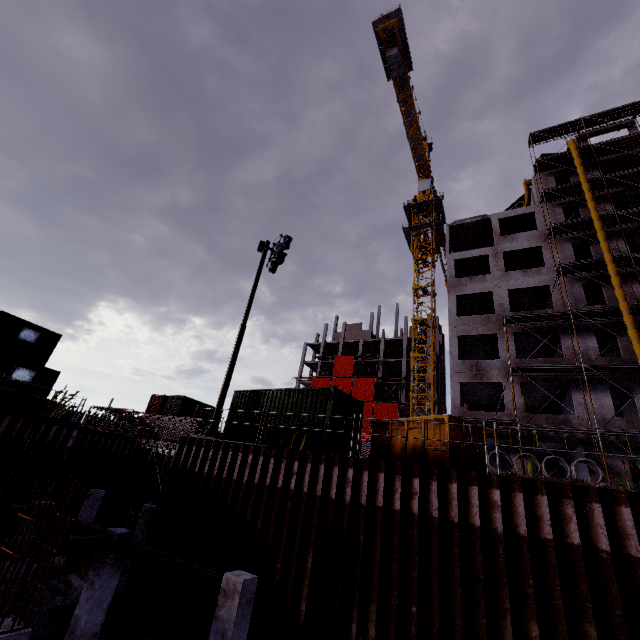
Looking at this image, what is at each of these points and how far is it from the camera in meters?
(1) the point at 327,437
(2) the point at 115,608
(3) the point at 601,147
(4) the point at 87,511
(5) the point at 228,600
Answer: (1) cargo container, 11.9
(2) pipe, 11.4
(3) scaffolding, 27.6
(4) concrete column, 17.9
(5) concrete column, 7.5

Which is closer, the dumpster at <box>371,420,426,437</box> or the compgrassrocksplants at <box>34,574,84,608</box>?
the dumpster at <box>371,420,426,437</box>

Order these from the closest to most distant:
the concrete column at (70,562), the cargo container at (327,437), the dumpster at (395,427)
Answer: the dumpster at (395,427) → the cargo container at (327,437) → the concrete column at (70,562)

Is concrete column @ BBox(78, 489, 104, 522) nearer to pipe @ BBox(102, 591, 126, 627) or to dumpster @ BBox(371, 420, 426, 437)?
pipe @ BBox(102, 591, 126, 627)

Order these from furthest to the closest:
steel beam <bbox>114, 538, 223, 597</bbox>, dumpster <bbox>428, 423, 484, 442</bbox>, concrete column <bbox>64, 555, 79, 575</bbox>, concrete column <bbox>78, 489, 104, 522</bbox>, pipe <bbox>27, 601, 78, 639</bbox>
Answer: concrete column <bbox>78, 489, 104, 522</bbox>
concrete column <bbox>64, 555, 79, 575</bbox>
dumpster <bbox>428, 423, 484, 442</bbox>
pipe <bbox>27, 601, 78, 639</bbox>
steel beam <bbox>114, 538, 223, 597</bbox>

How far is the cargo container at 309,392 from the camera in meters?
12.7 m

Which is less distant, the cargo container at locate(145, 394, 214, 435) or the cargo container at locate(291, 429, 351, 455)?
the cargo container at locate(291, 429, 351, 455)

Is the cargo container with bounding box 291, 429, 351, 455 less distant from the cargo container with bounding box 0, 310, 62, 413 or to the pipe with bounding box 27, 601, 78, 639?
the pipe with bounding box 27, 601, 78, 639
